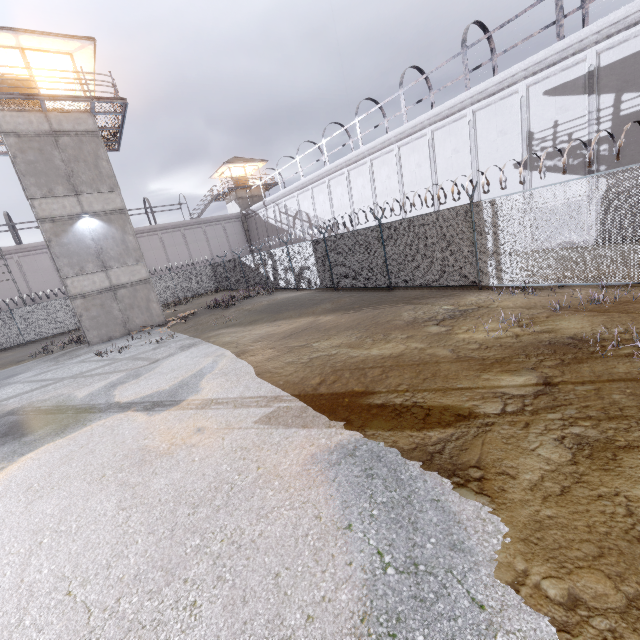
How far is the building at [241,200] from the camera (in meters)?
40.56

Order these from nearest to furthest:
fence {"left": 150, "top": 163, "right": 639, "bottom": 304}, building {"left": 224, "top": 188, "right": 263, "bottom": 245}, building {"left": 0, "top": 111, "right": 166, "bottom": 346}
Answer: fence {"left": 150, "top": 163, "right": 639, "bottom": 304} → building {"left": 0, "top": 111, "right": 166, "bottom": 346} → building {"left": 224, "top": 188, "right": 263, "bottom": 245}

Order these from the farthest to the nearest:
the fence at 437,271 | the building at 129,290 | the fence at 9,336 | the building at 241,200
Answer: the building at 241,200 < the fence at 9,336 < the building at 129,290 < the fence at 437,271

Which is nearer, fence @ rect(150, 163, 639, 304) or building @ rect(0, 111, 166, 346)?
fence @ rect(150, 163, 639, 304)

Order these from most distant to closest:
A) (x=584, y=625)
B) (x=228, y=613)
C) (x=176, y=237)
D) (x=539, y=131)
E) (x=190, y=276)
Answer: (x=176, y=237), (x=190, y=276), (x=539, y=131), (x=228, y=613), (x=584, y=625)

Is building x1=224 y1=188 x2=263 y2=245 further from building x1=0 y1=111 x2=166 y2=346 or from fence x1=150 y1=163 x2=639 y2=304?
building x1=0 y1=111 x2=166 y2=346

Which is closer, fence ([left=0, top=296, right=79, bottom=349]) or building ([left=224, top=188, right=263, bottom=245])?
fence ([left=0, top=296, right=79, bottom=349])

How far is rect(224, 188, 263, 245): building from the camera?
40.6m
